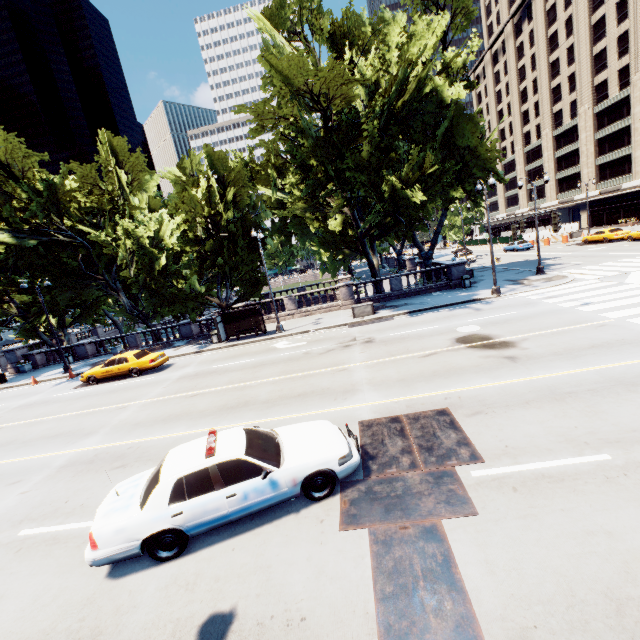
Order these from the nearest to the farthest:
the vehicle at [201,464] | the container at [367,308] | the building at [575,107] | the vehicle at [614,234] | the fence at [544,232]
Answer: the vehicle at [201,464], the container at [367,308], the vehicle at [614,234], the building at [575,107], the fence at [544,232]

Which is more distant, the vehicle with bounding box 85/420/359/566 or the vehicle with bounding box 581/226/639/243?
the vehicle with bounding box 581/226/639/243

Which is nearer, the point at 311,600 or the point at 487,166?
the point at 311,600

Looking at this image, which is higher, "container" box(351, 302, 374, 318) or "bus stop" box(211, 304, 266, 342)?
"bus stop" box(211, 304, 266, 342)

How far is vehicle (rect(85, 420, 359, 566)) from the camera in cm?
567

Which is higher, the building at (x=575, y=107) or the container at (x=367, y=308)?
the building at (x=575, y=107)

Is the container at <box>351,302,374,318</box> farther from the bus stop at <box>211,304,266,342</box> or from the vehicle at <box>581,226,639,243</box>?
the vehicle at <box>581,226,639,243</box>

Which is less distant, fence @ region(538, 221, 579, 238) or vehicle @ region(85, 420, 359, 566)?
vehicle @ region(85, 420, 359, 566)
